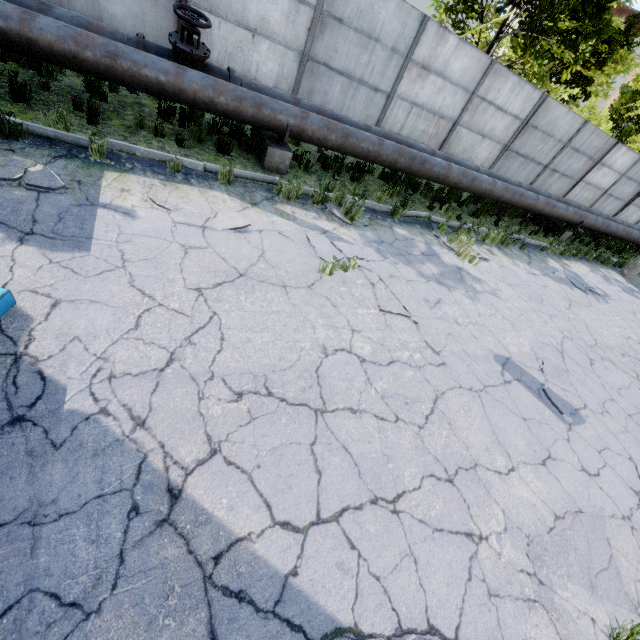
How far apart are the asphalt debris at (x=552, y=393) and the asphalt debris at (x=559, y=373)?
0.1 meters

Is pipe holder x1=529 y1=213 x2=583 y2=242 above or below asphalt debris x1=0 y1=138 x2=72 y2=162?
above

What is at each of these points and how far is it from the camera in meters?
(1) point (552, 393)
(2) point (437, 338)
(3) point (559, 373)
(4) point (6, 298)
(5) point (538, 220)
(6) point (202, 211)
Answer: (1) asphalt debris, 5.2 m
(2) asphalt debris, 5.0 m
(3) asphalt debris, 5.7 m
(4) truck dump back, 2.8 m
(5) pipe holder, 13.6 m
(6) asphalt debris, 5.1 m

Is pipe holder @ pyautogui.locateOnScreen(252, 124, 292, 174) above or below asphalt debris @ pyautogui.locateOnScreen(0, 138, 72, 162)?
above

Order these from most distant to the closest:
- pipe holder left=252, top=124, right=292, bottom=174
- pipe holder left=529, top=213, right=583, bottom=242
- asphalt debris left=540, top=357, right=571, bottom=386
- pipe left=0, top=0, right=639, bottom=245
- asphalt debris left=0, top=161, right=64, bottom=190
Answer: pipe holder left=529, top=213, right=583, bottom=242 → pipe holder left=252, top=124, right=292, bottom=174 → asphalt debris left=540, top=357, right=571, bottom=386 → pipe left=0, top=0, right=639, bottom=245 → asphalt debris left=0, top=161, right=64, bottom=190

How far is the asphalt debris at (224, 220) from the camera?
5.0m

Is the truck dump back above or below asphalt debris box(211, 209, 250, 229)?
above

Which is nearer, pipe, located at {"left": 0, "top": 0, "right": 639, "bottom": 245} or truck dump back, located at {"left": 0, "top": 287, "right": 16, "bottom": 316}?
truck dump back, located at {"left": 0, "top": 287, "right": 16, "bottom": 316}
